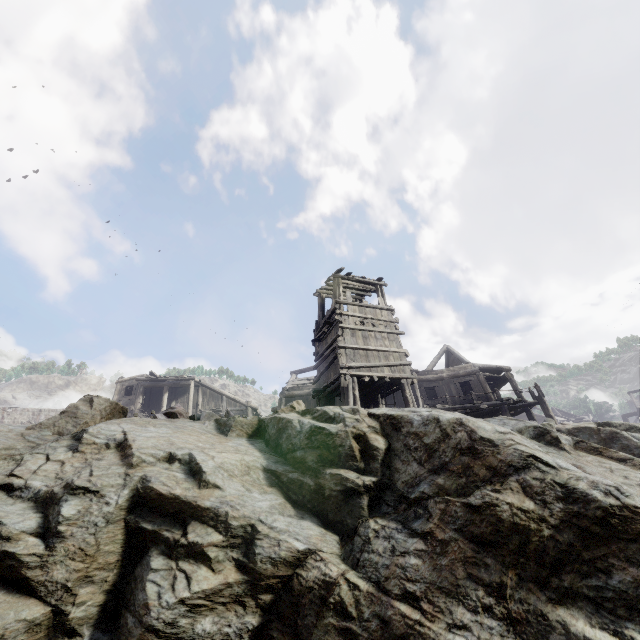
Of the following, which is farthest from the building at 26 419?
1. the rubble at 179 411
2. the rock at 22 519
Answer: the rubble at 179 411

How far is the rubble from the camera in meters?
6.4 m

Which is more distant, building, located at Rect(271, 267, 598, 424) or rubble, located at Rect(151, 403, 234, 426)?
building, located at Rect(271, 267, 598, 424)

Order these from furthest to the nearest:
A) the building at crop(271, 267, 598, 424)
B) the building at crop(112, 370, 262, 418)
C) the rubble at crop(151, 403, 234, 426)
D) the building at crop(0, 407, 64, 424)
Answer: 1. the building at crop(0, 407, 64, 424)
2. the building at crop(112, 370, 262, 418)
3. the building at crop(271, 267, 598, 424)
4. the rubble at crop(151, 403, 234, 426)

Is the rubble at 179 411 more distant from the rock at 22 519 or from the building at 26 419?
the building at 26 419

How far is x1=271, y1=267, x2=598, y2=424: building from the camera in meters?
14.6

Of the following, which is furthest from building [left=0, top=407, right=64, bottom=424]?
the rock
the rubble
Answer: the rubble

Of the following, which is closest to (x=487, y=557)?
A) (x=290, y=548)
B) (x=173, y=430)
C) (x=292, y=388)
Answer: (x=290, y=548)
